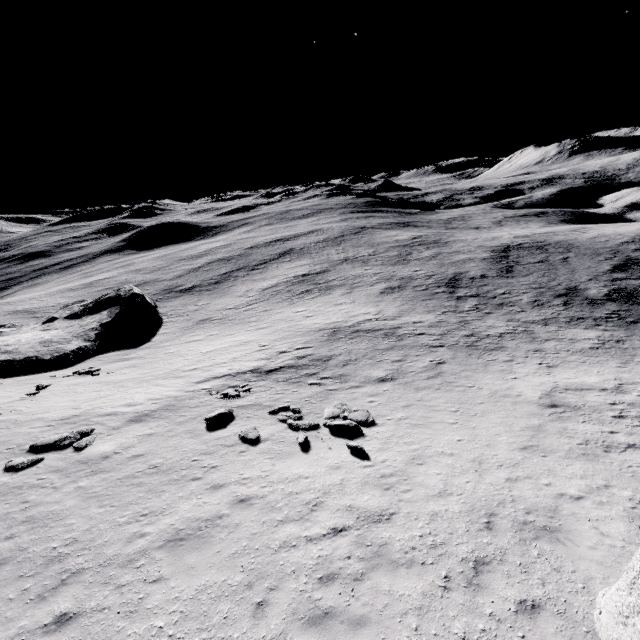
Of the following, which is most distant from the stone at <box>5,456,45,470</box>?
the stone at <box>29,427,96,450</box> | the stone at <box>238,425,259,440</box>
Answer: the stone at <box>238,425,259,440</box>

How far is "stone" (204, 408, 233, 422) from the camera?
14.31m

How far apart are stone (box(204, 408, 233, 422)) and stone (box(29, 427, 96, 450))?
4.3m

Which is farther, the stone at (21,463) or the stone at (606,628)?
the stone at (21,463)

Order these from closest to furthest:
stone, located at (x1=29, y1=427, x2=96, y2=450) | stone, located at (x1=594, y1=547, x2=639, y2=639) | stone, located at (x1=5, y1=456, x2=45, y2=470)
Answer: stone, located at (x1=594, y1=547, x2=639, y2=639) < stone, located at (x1=5, y1=456, x2=45, y2=470) < stone, located at (x1=29, y1=427, x2=96, y2=450)

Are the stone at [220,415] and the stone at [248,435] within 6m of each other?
yes

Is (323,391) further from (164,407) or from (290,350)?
(164,407)

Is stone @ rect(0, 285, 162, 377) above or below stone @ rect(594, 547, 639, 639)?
below
